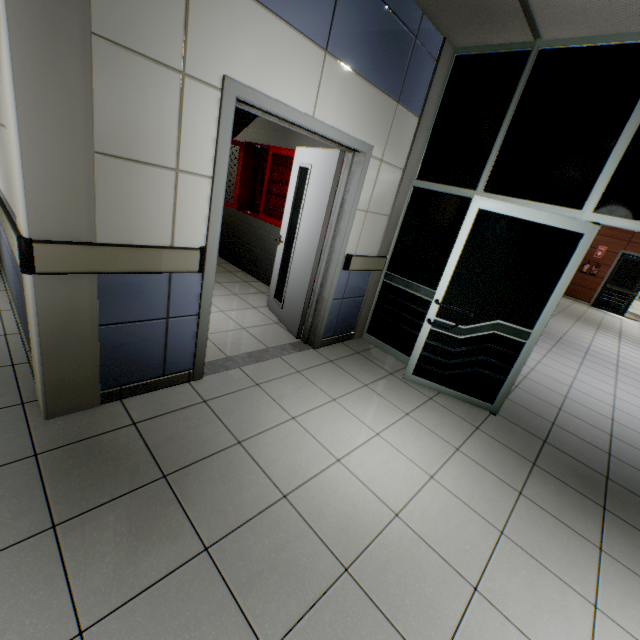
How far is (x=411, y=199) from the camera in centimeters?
373cm

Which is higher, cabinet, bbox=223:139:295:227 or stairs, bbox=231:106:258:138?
stairs, bbox=231:106:258:138

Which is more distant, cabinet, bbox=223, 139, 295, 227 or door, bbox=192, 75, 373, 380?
cabinet, bbox=223, 139, 295, 227

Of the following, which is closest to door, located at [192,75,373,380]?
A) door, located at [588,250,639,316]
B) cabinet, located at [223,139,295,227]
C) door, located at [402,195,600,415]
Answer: cabinet, located at [223,139,295,227]

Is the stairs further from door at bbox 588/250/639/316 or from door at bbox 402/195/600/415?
door at bbox 588/250/639/316

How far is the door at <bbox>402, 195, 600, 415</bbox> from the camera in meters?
2.8 m

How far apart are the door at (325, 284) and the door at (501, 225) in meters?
1.0 m

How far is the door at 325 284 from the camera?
2.1 meters
